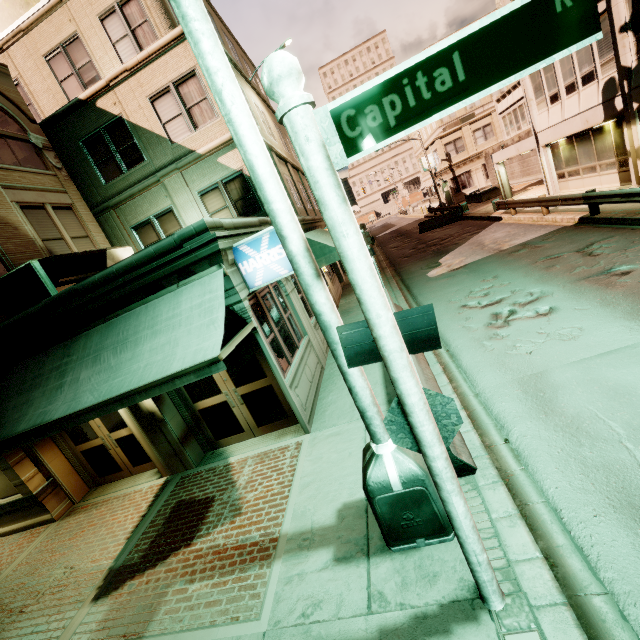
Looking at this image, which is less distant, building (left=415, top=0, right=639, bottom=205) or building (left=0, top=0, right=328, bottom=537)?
building (left=0, top=0, right=328, bottom=537)

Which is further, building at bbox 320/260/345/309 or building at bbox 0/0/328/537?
building at bbox 320/260/345/309

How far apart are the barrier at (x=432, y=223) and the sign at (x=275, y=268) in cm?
2536

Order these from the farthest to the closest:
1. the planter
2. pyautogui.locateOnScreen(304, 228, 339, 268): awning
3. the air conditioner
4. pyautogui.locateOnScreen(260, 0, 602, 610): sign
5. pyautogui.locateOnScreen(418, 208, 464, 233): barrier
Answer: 1. the planter
2. pyautogui.locateOnScreen(418, 208, 464, 233): barrier
3. pyautogui.locateOnScreen(304, 228, 339, 268): awning
4. the air conditioner
5. pyautogui.locateOnScreen(260, 0, 602, 610): sign

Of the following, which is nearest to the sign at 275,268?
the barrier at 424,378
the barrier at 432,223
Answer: the barrier at 424,378

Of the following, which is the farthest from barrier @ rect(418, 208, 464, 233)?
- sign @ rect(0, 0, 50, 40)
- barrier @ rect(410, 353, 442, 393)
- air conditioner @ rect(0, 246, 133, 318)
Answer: sign @ rect(0, 0, 50, 40)

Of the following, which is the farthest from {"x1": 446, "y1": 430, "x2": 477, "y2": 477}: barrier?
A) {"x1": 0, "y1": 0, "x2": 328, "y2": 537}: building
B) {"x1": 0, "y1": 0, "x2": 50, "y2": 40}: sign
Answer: {"x1": 0, "y1": 0, "x2": 50, "y2": 40}: sign

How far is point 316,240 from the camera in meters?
12.7 m
